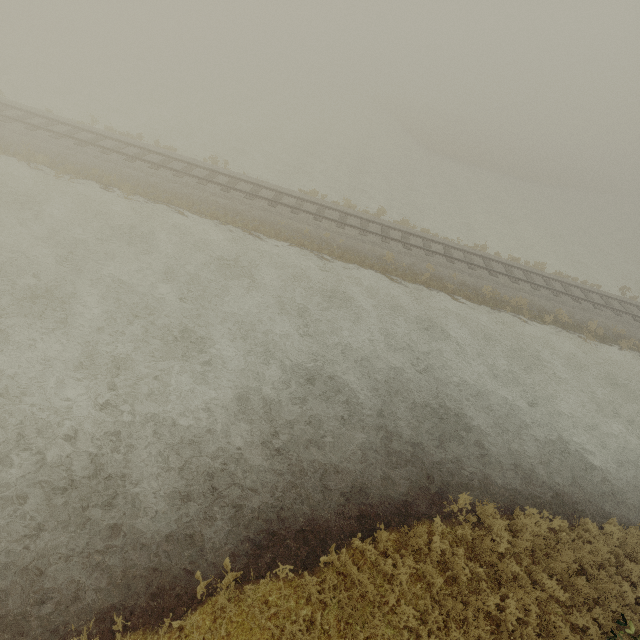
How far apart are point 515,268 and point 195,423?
21.3m
